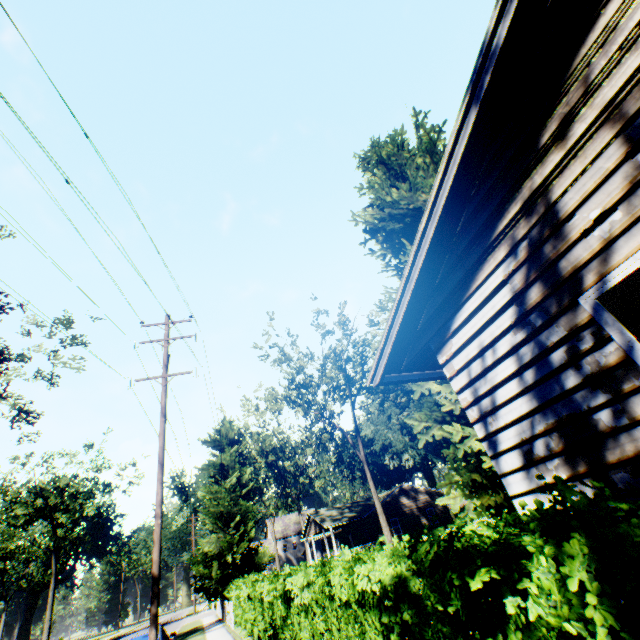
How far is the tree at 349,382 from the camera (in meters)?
29.97

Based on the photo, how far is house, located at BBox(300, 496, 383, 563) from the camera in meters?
34.8

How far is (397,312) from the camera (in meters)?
5.18

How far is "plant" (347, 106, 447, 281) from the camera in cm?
1360

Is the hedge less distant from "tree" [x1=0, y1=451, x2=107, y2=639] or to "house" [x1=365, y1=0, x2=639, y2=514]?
"house" [x1=365, y1=0, x2=639, y2=514]

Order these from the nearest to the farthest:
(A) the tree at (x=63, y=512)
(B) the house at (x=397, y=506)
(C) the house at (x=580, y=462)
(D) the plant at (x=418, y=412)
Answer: (C) the house at (x=580, y=462) < (D) the plant at (x=418, y=412) < (B) the house at (x=397, y=506) < (A) the tree at (x=63, y=512)

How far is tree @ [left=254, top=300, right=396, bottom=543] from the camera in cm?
2997
